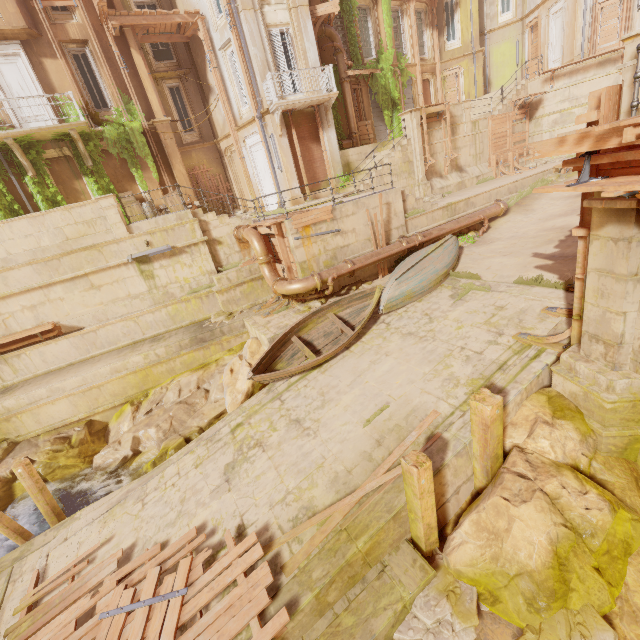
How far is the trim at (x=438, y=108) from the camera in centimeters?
1658cm

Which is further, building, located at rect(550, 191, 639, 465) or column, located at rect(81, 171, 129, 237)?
column, located at rect(81, 171, 129, 237)

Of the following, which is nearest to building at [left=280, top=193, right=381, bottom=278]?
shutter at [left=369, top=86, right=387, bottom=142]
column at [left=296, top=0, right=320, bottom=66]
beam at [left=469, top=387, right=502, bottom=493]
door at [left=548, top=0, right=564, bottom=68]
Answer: beam at [left=469, top=387, right=502, bottom=493]

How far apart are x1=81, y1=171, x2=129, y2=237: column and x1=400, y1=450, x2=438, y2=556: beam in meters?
12.7 m

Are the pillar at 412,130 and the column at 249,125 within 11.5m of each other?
yes

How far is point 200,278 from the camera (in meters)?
13.97

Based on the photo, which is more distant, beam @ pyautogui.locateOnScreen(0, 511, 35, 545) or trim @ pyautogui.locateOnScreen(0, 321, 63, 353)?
trim @ pyautogui.locateOnScreen(0, 321, 63, 353)

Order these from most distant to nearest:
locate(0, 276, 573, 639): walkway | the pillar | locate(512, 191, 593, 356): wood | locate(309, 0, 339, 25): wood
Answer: the pillar
locate(309, 0, 339, 25): wood
locate(0, 276, 573, 639): walkway
locate(512, 191, 593, 356): wood
